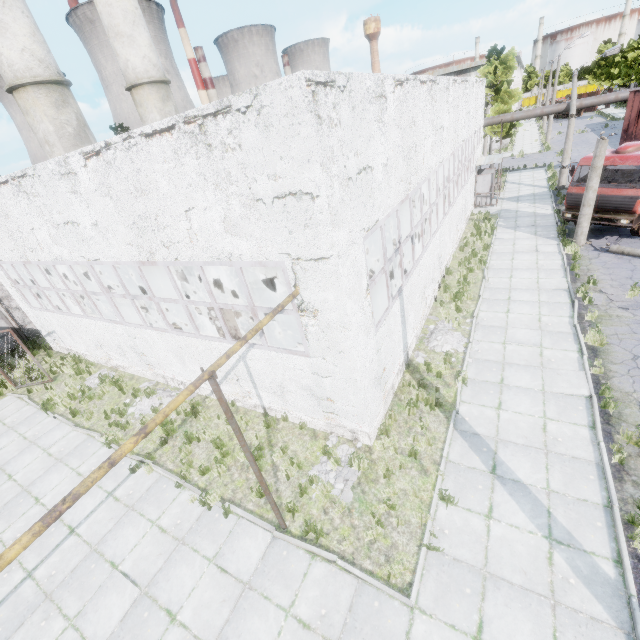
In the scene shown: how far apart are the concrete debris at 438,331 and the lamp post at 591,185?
7.8m

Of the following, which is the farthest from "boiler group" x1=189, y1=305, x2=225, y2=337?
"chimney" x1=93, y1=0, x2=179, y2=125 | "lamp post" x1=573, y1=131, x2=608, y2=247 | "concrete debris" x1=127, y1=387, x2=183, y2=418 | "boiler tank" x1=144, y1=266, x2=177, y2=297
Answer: "chimney" x1=93, y1=0, x2=179, y2=125

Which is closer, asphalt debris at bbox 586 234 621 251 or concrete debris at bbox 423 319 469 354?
concrete debris at bbox 423 319 469 354

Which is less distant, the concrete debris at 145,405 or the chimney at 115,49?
the concrete debris at 145,405

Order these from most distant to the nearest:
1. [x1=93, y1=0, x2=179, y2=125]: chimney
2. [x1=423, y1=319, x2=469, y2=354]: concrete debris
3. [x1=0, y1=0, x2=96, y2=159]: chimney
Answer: [x1=93, y1=0, x2=179, y2=125]: chimney
[x1=0, y1=0, x2=96, y2=159]: chimney
[x1=423, y1=319, x2=469, y2=354]: concrete debris

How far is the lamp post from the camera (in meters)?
13.15

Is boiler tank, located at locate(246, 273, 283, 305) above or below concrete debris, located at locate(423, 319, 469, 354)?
above

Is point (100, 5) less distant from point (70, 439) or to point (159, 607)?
point (70, 439)
